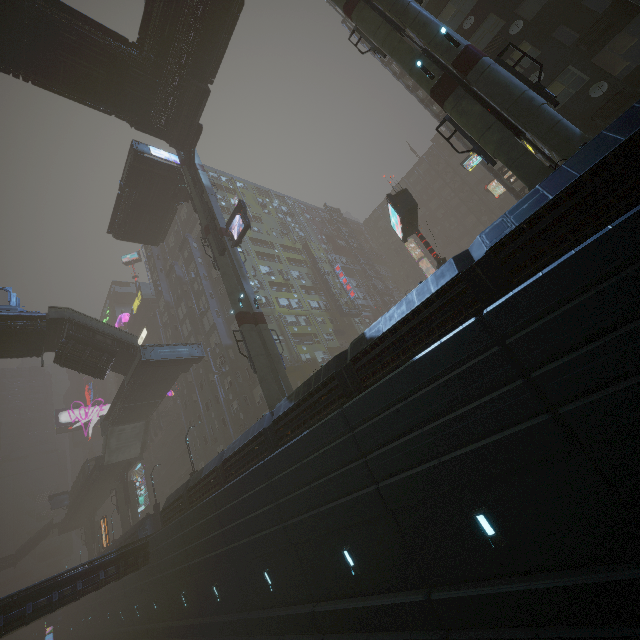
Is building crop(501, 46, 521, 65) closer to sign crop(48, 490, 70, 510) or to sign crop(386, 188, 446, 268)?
sign crop(48, 490, 70, 510)

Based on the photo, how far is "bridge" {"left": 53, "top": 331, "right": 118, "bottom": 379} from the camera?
27.1m

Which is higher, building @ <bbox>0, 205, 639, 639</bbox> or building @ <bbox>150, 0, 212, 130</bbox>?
building @ <bbox>150, 0, 212, 130</bbox>

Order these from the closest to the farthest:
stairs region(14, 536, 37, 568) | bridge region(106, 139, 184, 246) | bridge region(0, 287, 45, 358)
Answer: bridge region(0, 287, 45, 358) < bridge region(106, 139, 184, 246) < stairs region(14, 536, 37, 568)

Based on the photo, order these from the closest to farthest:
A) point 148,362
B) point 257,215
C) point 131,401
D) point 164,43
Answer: point 164,43 → point 148,362 → point 131,401 → point 257,215

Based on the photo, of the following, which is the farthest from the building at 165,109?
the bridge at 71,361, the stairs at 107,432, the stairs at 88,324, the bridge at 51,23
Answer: the stairs at 107,432

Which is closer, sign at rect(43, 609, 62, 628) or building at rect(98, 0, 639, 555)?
building at rect(98, 0, 639, 555)

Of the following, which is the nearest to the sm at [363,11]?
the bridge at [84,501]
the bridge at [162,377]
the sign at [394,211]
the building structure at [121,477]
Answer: the building structure at [121,477]
